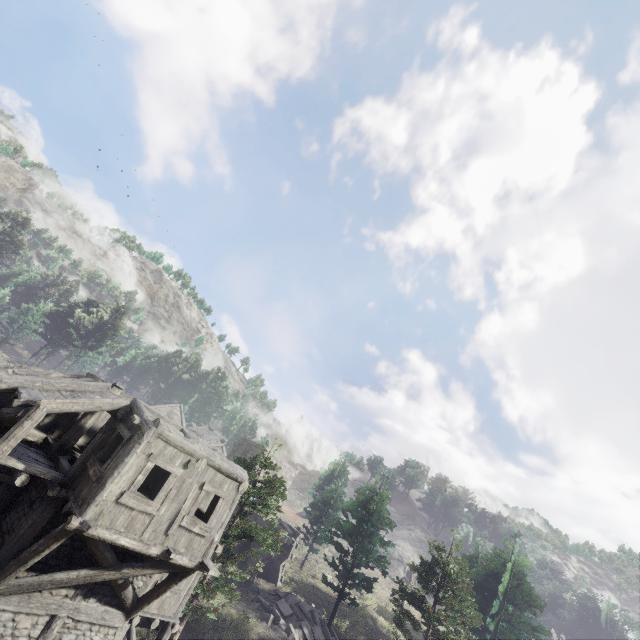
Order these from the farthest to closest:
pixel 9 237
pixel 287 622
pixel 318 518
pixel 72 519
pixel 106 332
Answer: pixel 9 237 < pixel 106 332 < pixel 318 518 < pixel 287 622 < pixel 72 519

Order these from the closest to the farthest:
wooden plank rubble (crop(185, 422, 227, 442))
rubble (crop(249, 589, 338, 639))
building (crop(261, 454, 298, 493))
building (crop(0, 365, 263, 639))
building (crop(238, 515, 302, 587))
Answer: building (crop(0, 365, 263, 639)) < rubble (crop(249, 589, 338, 639)) < building (crop(238, 515, 302, 587)) < building (crop(261, 454, 298, 493)) < wooden plank rubble (crop(185, 422, 227, 442))

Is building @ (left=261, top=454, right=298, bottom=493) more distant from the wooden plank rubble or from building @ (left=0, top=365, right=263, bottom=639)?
building @ (left=0, top=365, right=263, bottom=639)

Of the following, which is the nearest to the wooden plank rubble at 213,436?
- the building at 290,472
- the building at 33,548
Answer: the building at 290,472

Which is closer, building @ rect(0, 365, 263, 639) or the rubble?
building @ rect(0, 365, 263, 639)

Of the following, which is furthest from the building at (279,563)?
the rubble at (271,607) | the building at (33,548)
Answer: the building at (33,548)

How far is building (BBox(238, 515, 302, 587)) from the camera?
25.3m
